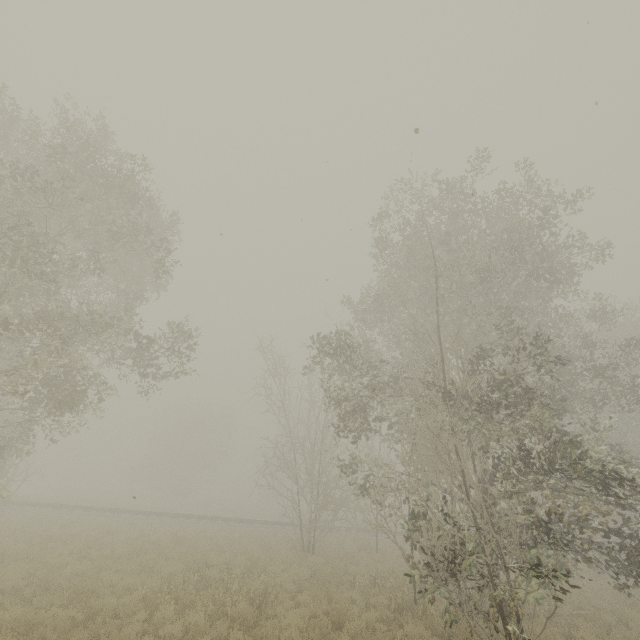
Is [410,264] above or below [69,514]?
above

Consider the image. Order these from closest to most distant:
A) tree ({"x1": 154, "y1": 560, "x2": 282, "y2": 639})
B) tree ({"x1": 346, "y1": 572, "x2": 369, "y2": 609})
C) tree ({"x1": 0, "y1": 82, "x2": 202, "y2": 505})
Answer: tree ({"x1": 154, "y1": 560, "x2": 282, "y2": 639}) < tree ({"x1": 0, "y1": 82, "x2": 202, "y2": 505}) < tree ({"x1": 346, "y1": 572, "x2": 369, "y2": 609})

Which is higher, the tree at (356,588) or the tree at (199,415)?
the tree at (199,415)

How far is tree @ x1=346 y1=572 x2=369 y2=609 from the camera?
10.8m

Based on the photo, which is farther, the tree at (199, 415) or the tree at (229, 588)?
the tree at (199, 415)

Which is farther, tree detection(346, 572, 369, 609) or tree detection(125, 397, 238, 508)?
tree detection(125, 397, 238, 508)

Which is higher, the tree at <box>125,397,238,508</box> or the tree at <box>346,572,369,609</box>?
the tree at <box>125,397,238,508</box>
